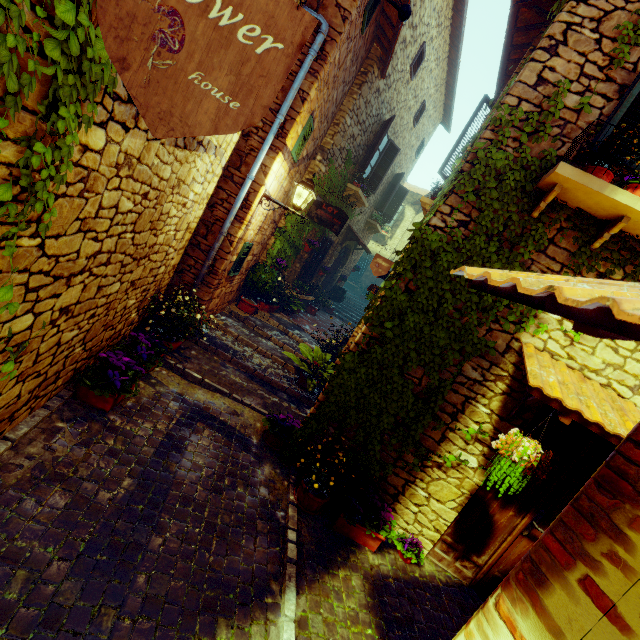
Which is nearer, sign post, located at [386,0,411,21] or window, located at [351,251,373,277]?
sign post, located at [386,0,411,21]

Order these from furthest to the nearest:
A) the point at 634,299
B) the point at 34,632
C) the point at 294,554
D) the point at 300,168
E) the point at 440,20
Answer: the point at 440,20
the point at 300,168
the point at 294,554
the point at 34,632
the point at 634,299

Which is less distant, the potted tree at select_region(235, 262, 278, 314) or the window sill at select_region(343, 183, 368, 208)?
the potted tree at select_region(235, 262, 278, 314)

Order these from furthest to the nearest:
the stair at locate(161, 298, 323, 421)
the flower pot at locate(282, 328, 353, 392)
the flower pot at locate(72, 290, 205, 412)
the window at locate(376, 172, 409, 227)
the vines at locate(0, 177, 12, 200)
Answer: the window at locate(376, 172, 409, 227) < the flower pot at locate(282, 328, 353, 392) < the stair at locate(161, 298, 323, 421) < the flower pot at locate(72, 290, 205, 412) < the vines at locate(0, 177, 12, 200)

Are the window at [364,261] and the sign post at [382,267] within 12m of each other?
no

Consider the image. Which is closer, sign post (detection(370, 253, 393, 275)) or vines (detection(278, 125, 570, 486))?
vines (detection(278, 125, 570, 486))

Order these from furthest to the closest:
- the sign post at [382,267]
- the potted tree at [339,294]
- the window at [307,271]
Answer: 1. the potted tree at [339,294]
2. the window at [307,271]
3. the sign post at [382,267]

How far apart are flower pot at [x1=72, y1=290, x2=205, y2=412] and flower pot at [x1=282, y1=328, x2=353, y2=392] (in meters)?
1.70
